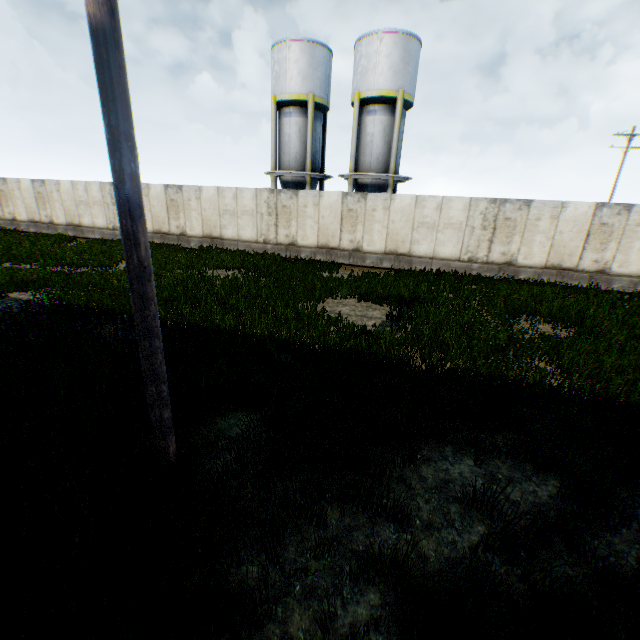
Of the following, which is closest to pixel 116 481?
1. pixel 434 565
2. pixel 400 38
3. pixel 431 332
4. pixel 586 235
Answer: pixel 434 565

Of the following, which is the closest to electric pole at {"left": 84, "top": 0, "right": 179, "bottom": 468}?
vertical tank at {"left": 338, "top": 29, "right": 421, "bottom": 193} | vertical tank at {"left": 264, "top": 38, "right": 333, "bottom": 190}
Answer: vertical tank at {"left": 338, "top": 29, "right": 421, "bottom": 193}

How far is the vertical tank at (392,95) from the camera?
18.75m

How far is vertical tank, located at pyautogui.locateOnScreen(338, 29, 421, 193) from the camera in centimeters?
1875cm

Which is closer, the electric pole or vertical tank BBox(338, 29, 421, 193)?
the electric pole

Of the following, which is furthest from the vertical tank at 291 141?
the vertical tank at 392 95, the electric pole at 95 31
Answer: the electric pole at 95 31
